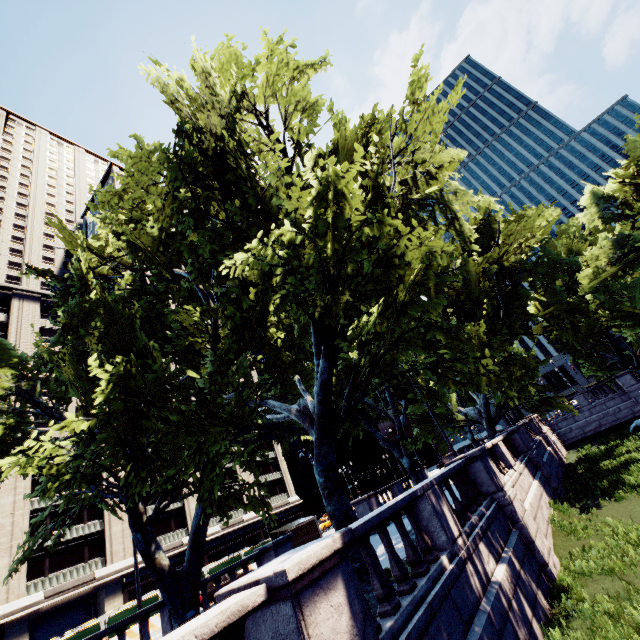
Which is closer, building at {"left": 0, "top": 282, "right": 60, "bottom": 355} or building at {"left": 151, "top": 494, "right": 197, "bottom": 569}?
building at {"left": 151, "top": 494, "right": 197, "bottom": 569}

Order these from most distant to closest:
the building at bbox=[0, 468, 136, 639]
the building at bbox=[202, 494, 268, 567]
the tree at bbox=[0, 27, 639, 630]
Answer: the building at bbox=[202, 494, 268, 567] → the building at bbox=[0, 468, 136, 639] → the tree at bbox=[0, 27, 639, 630]

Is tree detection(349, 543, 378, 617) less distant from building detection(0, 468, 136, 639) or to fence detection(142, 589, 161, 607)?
building detection(0, 468, 136, 639)

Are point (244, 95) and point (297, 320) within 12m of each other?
yes

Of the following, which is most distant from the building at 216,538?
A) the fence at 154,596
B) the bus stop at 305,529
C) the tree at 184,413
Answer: the bus stop at 305,529

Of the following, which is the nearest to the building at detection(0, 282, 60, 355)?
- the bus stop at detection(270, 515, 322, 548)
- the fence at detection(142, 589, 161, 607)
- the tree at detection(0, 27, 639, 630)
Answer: the fence at detection(142, 589, 161, 607)

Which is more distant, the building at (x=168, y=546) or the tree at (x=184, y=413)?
the building at (x=168, y=546)
